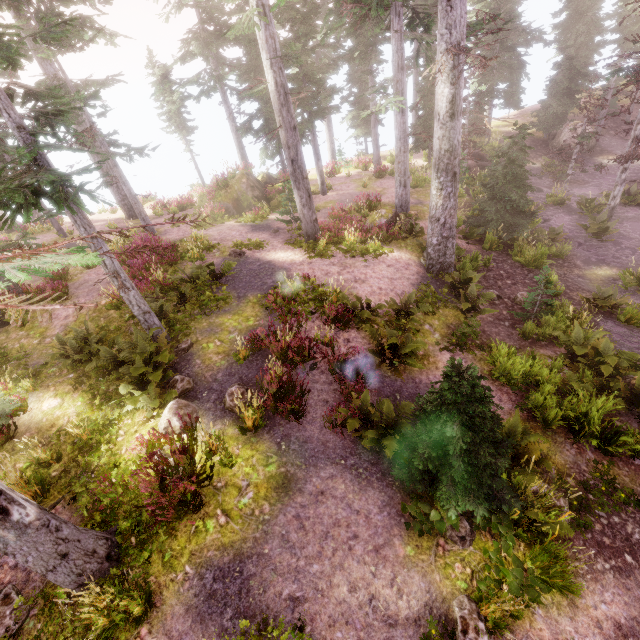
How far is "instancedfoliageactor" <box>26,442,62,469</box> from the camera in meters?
6.5 m

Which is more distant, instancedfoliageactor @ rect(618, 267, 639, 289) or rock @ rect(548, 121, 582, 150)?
rock @ rect(548, 121, 582, 150)

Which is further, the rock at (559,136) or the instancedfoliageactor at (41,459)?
the rock at (559,136)

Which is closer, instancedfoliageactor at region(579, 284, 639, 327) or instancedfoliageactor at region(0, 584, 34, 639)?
instancedfoliageactor at region(0, 584, 34, 639)

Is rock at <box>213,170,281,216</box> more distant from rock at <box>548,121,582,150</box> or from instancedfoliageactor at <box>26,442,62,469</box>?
rock at <box>548,121,582,150</box>

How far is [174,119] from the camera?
25.4 meters

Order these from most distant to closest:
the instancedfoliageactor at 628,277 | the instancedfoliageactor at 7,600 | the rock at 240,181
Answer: the rock at 240,181 → the instancedfoliageactor at 628,277 → the instancedfoliageactor at 7,600
